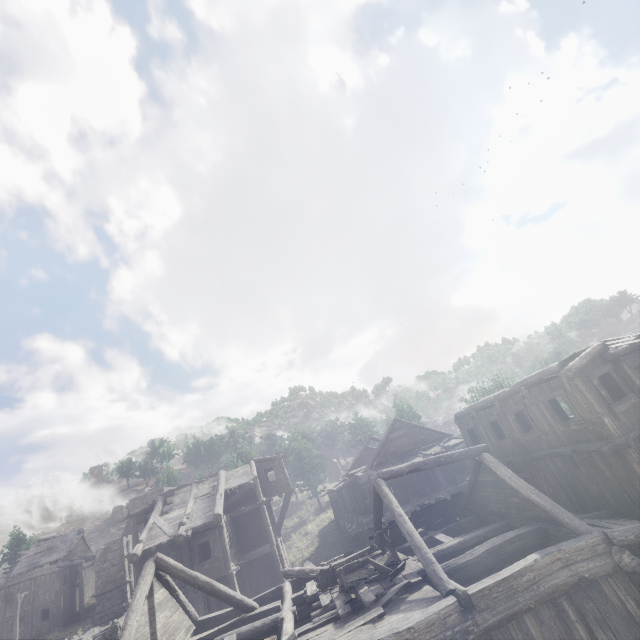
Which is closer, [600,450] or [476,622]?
[476,622]

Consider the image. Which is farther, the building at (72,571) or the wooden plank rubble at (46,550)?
the wooden plank rubble at (46,550)

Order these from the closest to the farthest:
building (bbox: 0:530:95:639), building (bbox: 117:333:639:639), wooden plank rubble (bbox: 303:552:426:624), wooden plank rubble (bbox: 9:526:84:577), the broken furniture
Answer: building (bbox: 117:333:639:639)
wooden plank rubble (bbox: 303:552:426:624)
the broken furniture
building (bbox: 0:530:95:639)
wooden plank rubble (bbox: 9:526:84:577)

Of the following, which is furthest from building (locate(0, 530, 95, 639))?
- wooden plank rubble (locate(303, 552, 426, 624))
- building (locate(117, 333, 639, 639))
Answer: wooden plank rubble (locate(303, 552, 426, 624))

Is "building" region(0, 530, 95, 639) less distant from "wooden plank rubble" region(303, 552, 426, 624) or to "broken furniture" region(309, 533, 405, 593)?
"wooden plank rubble" region(303, 552, 426, 624)

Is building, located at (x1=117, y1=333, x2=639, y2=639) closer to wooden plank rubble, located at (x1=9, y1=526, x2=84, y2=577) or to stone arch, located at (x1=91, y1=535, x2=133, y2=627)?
stone arch, located at (x1=91, y1=535, x2=133, y2=627)

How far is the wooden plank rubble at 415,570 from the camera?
9.83m

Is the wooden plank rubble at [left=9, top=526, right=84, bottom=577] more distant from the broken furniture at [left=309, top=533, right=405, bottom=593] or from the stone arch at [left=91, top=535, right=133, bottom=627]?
the broken furniture at [left=309, top=533, right=405, bottom=593]
